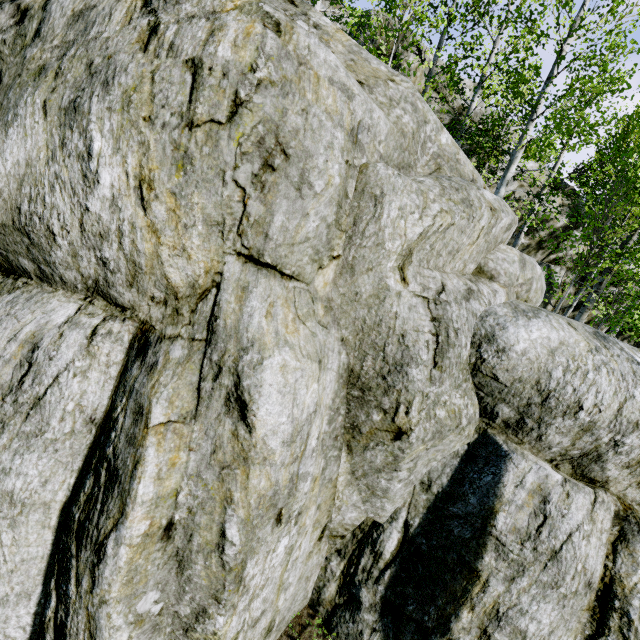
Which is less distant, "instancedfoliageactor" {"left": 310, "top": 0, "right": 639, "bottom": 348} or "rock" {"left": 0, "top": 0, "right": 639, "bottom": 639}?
"rock" {"left": 0, "top": 0, "right": 639, "bottom": 639}

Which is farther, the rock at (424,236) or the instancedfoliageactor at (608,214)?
the instancedfoliageactor at (608,214)

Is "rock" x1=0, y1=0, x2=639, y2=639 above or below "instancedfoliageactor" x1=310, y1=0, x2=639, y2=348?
below

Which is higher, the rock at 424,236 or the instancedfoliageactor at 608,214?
the instancedfoliageactor at 608,214

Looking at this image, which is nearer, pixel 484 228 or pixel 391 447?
pixel 391 447
